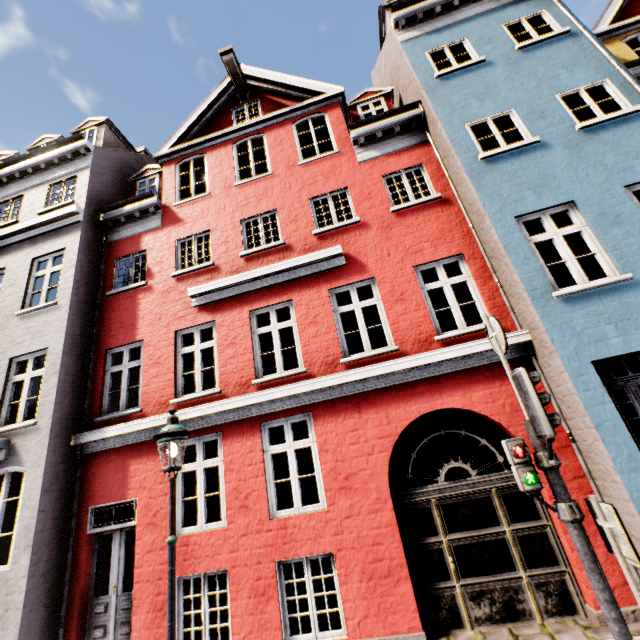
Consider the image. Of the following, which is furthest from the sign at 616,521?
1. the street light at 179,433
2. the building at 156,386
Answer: the street light at 179,433

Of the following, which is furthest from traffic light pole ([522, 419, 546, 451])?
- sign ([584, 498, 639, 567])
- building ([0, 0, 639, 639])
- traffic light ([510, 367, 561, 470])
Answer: building ([0, 0, 639, 639])

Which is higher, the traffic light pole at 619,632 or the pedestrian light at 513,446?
the pedestrian light at 513,446

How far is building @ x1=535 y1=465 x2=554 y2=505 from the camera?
5.2 meters

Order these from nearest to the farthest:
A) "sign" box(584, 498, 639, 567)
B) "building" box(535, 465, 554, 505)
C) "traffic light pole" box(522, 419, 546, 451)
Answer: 1. "sign" box(584, 498, 639, 567)
2. "traffic light pole" box(522, 419, 546, 451)
3. "building" box(535, 465, 554, 505)

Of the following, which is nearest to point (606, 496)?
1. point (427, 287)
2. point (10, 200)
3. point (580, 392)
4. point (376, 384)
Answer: point (580, 392)

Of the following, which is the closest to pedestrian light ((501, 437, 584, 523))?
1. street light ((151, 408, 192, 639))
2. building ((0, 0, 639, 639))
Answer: building ((0, 0, 639, 639))

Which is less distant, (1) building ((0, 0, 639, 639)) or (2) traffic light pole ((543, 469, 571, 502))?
(2) traffic light pole ((543, 469, 571, 502))
